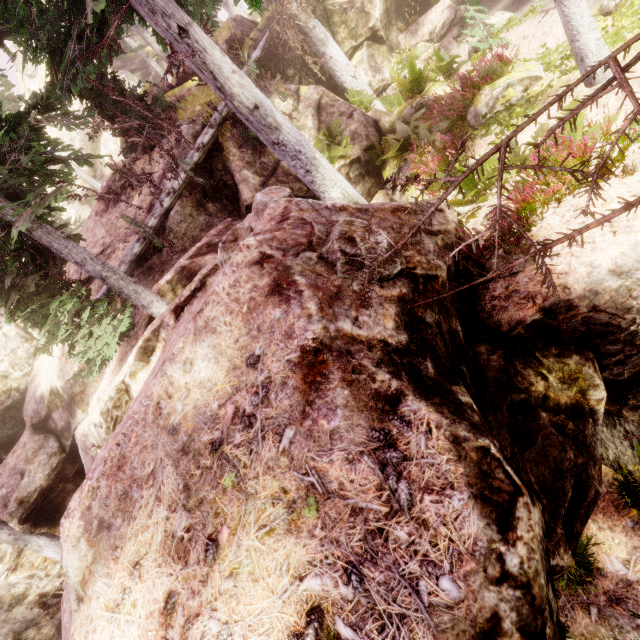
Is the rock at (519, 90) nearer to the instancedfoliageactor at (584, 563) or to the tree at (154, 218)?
the instancedfoliageactor at (584, 563)

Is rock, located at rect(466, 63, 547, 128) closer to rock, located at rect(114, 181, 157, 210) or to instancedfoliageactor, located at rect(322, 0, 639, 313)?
instancedfoliageactor, located at rect(322, 0, 639, 313)

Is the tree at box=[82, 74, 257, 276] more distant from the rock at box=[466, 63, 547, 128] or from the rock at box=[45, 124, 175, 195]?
the rock at box=[466, 63, 547, 128]

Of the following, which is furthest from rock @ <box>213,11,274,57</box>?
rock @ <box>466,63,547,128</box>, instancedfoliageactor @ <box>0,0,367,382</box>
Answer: rock @ <box>466,63,547,128</box>

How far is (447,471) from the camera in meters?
1.8 m

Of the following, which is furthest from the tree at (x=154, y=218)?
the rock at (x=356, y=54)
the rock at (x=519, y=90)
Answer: the rock at (x=519, y=90)

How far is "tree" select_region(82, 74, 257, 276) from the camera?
9.01m

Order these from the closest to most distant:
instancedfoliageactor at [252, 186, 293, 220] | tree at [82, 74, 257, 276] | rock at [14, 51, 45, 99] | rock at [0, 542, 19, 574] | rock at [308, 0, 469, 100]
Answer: instancedfoliageactor at [252, 186, 293, 220]
tree at [82, 74, 257, 276]
rock at [0, 542, 19, 574]
rock at [308, 0, 469, 100]
rock at [14, 51, 45, 99]
